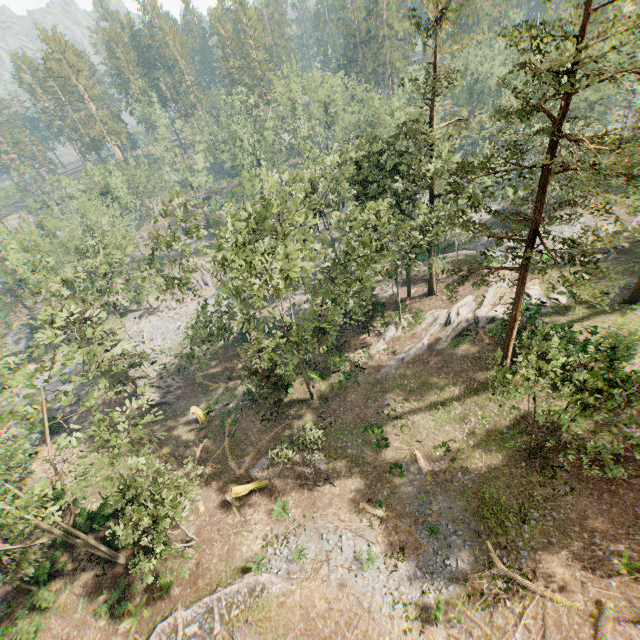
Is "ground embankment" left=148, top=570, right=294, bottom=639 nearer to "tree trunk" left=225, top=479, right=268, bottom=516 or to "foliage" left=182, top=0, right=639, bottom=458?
"foliage" left=182, top=0, right=639, bottom=458

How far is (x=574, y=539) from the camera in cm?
1648

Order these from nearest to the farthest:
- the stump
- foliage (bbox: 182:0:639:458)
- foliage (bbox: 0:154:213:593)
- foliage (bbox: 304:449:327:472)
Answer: foliage (bbox: 182:0:639:458) < foliage (bbox: 0:154:213:593) < foliage (bbox: 304:449:327:472) < the stump

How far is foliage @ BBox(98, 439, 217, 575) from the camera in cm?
1730

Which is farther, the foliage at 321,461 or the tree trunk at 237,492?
the tree trunk at 237,492

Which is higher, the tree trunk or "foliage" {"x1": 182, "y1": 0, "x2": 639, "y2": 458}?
"foliage" {"x1": 182, "y1": 0, "x2": 639, "y2": 458}

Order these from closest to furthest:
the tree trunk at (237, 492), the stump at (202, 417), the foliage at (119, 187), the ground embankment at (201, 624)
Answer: the foliage at (119, 187) → the ground embankment at (201, 624) → the tree trunk at (237, 492) → the stump at (202, 417)
